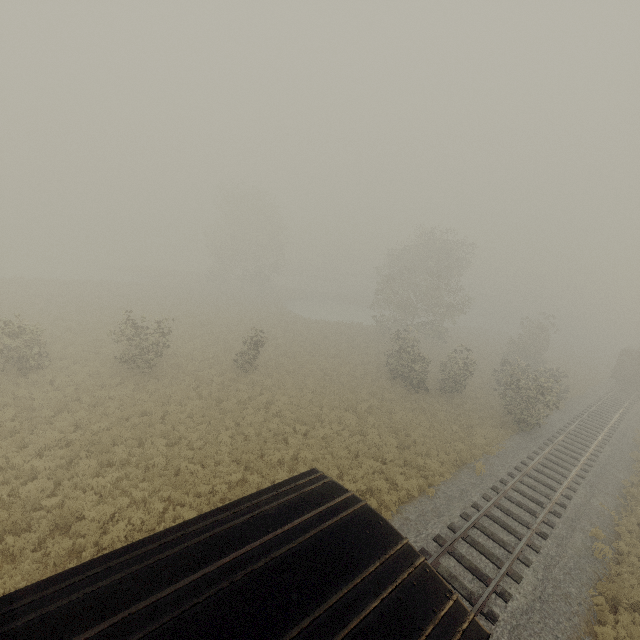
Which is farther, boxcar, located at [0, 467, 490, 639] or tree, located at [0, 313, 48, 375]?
tree, located at [0, 313, 48, 375]

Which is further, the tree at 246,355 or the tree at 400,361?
the tree at 400,361

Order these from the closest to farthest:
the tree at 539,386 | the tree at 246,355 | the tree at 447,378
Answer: the tree at 539,386, the tree at 246,355, the tree at 447,378

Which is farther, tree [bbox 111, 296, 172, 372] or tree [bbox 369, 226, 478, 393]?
tree [bbox 369, 226, 478, 393]

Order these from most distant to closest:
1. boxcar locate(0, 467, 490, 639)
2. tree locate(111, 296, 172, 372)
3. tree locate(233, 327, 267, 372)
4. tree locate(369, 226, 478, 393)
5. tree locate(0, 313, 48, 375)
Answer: tree locate(369, 226, 478, 393) → tree locate(233, 327, 267, 372) → tree locate(111, 296, 172, 372) → tree locate(0, 313, 48, 375) → boxcar locate(0, 467, 490, 639)

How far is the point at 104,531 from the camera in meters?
10.1

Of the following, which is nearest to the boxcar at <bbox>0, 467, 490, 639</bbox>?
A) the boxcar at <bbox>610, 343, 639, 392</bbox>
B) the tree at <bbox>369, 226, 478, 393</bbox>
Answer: the tree at <bbox>369, 226, 478, 393</bbox>
